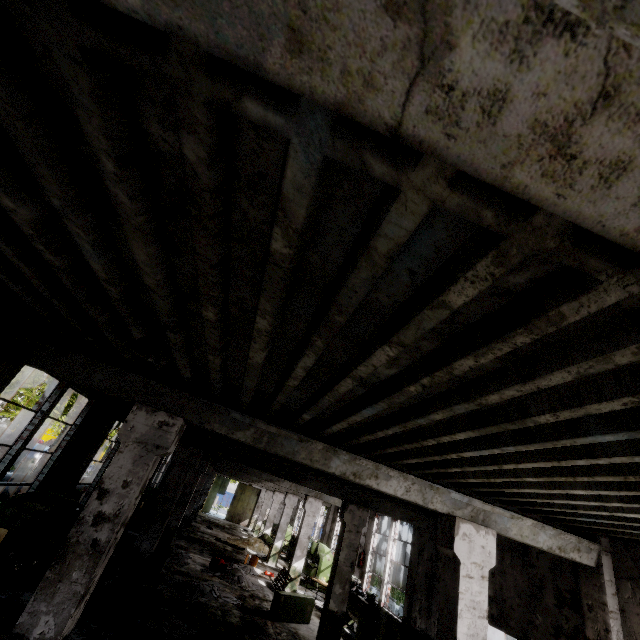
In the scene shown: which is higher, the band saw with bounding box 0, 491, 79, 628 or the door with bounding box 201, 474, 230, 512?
the door with bounding box 201, 474, 230, 512

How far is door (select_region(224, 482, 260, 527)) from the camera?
35.4 meters

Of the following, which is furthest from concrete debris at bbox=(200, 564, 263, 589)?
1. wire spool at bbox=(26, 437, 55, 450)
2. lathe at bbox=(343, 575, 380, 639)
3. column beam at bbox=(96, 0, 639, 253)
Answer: wire spool at bbox=(26, 437, 55, 450)

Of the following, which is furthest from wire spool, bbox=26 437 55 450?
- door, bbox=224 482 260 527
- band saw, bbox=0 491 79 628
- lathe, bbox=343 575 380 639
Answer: lathe, bbox=343 575 380 639

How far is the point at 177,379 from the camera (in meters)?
6.07

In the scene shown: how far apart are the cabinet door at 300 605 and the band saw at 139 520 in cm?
871

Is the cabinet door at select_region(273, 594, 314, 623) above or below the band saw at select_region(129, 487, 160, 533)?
below

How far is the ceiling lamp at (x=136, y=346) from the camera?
3.3 meters
